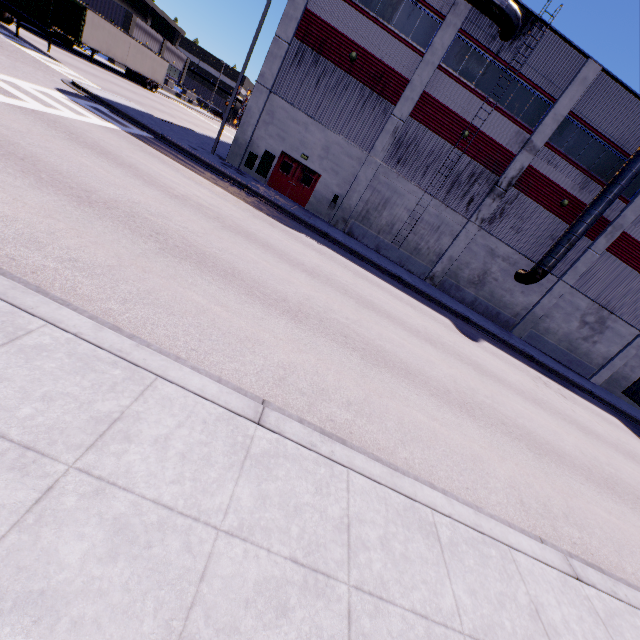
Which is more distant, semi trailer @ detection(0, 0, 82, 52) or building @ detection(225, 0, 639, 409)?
semi trailer @ detection(0, 0, 82, 52)

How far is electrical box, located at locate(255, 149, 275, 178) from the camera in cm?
2083

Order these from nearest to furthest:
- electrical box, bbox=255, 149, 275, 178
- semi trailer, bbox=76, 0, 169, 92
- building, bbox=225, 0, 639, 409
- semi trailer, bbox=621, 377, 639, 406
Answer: building, bbox=225, 0, 639, 409 < semi trailer, bbox=621, 377, 639, 406 < electrical box, bbox=255, 149, 275, 178 < semi trailer, bbox=76, 0, 169, 92

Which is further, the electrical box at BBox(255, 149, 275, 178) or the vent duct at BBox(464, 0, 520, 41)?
the electrical box at BBox(255, 149, 275, 178)

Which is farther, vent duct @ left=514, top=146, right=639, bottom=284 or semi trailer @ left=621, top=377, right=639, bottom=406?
semi trailer @ left=621, top=377, right=639, bottom=406

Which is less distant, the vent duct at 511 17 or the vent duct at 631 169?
the vent duct at 511 17

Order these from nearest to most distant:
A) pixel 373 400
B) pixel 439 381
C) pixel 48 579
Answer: pixel 48 579, pixel 373 400, pixel 439 381

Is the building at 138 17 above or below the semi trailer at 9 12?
above
